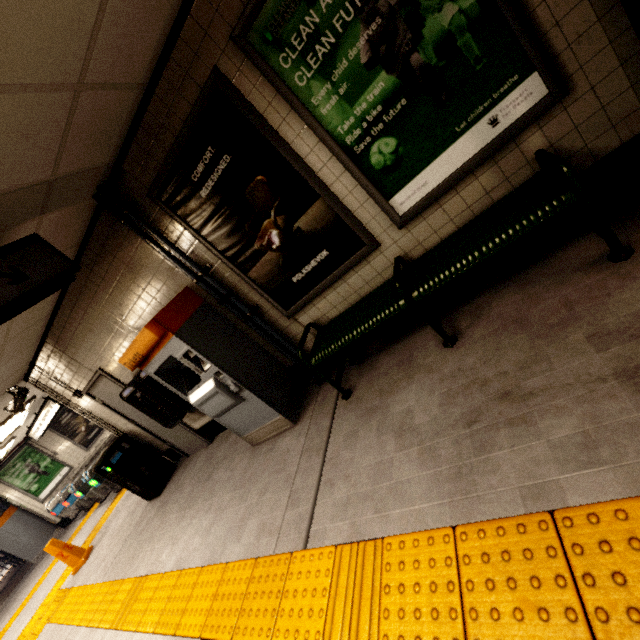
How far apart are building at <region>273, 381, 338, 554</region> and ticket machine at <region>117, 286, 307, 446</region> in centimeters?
26cm

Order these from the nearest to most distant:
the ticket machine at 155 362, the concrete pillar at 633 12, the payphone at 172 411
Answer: the concrete pillar at 633 12
the ticket machine at 155 362
the payphone at 172 411

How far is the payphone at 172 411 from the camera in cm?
435

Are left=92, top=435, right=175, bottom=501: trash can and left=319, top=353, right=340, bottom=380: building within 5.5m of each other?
yes

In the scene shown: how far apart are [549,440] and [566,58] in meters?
2.2 m

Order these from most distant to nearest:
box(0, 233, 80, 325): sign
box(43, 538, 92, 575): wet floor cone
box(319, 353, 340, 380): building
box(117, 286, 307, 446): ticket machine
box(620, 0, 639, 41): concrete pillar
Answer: box(43, 538, 92, 575): wet floor cone
box(319, 353, 340, 380): building
box(117, 286, 307, 446): ticket machine
box(0, 233, 80, 325): sign
box(620, 0, 639, 41): concrete pillar

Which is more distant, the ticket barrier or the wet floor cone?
the ticket barrier

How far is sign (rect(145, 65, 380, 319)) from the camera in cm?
247
